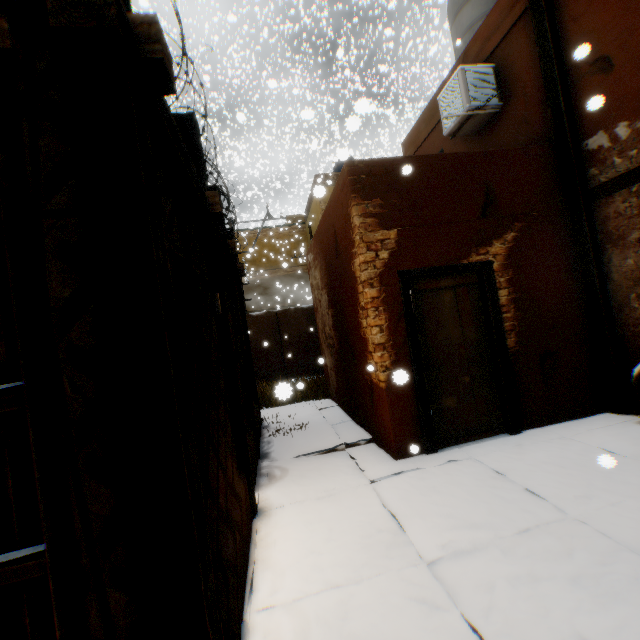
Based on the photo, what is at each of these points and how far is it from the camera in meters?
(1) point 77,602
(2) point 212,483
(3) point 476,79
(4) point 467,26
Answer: (1) wooden beam, 1.5
(2) building, 2.2
(3) air conditioner, 5.9
(4) water tank, 7.2

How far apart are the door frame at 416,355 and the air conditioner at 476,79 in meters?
2.4

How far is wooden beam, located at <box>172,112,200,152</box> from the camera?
3.6 meters

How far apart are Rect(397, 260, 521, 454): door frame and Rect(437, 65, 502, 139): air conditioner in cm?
238

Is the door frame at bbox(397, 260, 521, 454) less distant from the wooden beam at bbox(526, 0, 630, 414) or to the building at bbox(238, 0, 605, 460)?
the building at bbox(238, 0, 605, 460)

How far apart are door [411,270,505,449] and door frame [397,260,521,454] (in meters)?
0.00

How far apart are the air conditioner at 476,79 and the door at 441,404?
2.4m

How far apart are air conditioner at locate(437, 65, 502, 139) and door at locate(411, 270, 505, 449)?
2.38m
